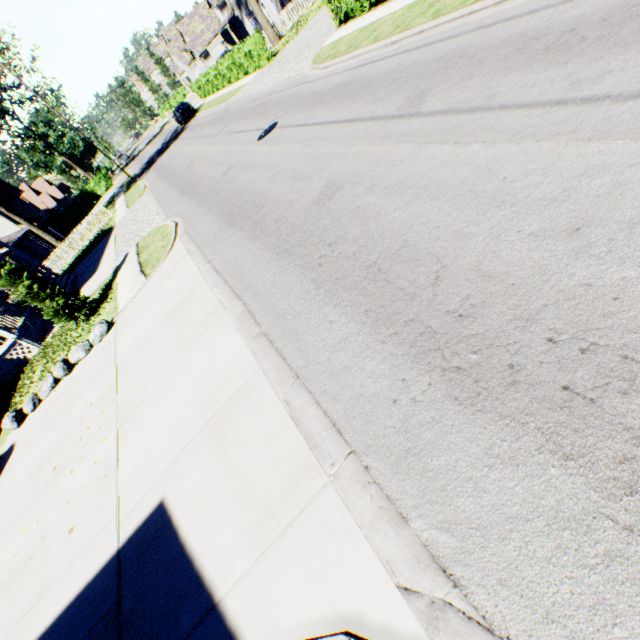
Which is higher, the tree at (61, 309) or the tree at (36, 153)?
the tree at (36, 153)

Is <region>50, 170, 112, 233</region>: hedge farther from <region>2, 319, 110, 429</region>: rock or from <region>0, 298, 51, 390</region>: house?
<region>2, 319, 110, 429</region>: rock

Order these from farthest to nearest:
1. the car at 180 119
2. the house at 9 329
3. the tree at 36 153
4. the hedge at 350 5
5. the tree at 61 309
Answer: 1. the tree at 36 153
2. the car at 180 119
3. the house at 9 329
4. the hedge at 350 5
5. the tree at 61 309

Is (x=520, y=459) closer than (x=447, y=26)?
Yes

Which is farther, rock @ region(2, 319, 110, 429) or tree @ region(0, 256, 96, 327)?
tree @ region(0, 256, 96, 327)

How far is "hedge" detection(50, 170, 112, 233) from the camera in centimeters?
4756cm

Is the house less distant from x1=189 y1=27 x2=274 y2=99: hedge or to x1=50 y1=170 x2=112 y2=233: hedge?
x1=50 y1=170 x2=112 y2=233: hedge

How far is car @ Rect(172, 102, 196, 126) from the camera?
33.4m
